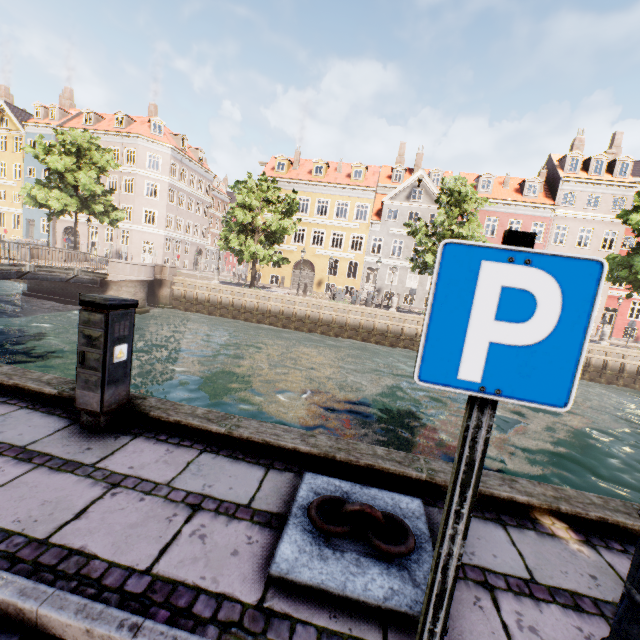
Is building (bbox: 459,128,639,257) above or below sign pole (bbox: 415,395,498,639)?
above

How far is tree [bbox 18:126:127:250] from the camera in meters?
23.8

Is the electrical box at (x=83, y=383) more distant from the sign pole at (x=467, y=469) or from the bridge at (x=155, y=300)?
the bridge at (x=155, y=300)

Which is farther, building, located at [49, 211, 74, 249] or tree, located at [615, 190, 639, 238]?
building, located at [49, 211, 74, 249]

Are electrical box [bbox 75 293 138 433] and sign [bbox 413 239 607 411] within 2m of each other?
no

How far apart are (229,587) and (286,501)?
0.8 meters

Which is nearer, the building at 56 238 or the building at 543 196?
the building at 543 196

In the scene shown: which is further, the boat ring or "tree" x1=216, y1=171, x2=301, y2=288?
"tree" x1=216, y1=171, x2=301, y2=288
